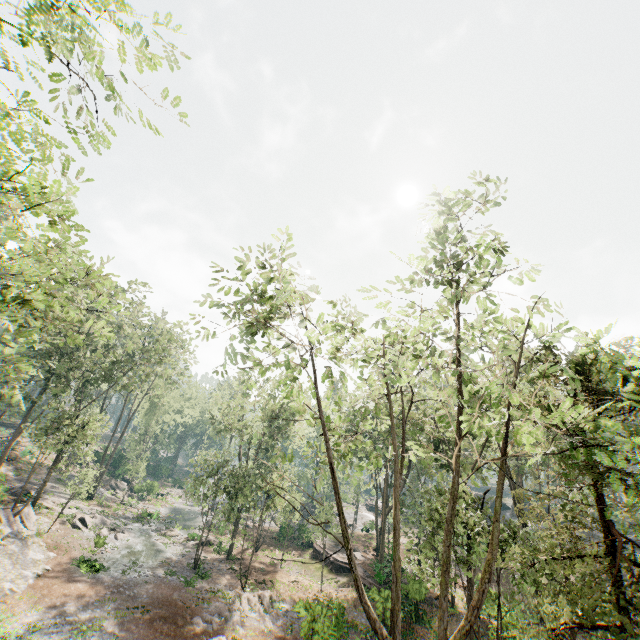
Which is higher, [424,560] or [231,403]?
[231,403]

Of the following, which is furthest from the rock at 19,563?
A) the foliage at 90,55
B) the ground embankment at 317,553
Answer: the ground embankment at 317,553

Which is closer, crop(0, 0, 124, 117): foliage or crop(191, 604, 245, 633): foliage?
crop(0, 0, 124, 117): foliage

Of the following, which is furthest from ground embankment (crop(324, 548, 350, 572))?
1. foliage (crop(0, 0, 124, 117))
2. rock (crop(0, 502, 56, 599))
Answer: rock (crop(0, 502, 56, 599))

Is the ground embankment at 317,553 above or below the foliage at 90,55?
below

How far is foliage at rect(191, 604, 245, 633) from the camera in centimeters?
1986cm

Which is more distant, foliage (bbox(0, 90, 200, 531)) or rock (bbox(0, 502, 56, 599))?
rock (bbox(0, 502, 56, 599))

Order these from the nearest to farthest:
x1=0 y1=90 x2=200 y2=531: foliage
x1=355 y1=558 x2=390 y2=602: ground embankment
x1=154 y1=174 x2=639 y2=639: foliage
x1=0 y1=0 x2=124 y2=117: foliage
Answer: x1=0 y1=0 x2=124 y2=117: foliage → x1=0 y1=90 x2=200 y2=531: foliage → x1=154 y1=174 x2=639 y2=639: foliage → x1=355 y1=558 x2=390 y2=602: ground embankment
